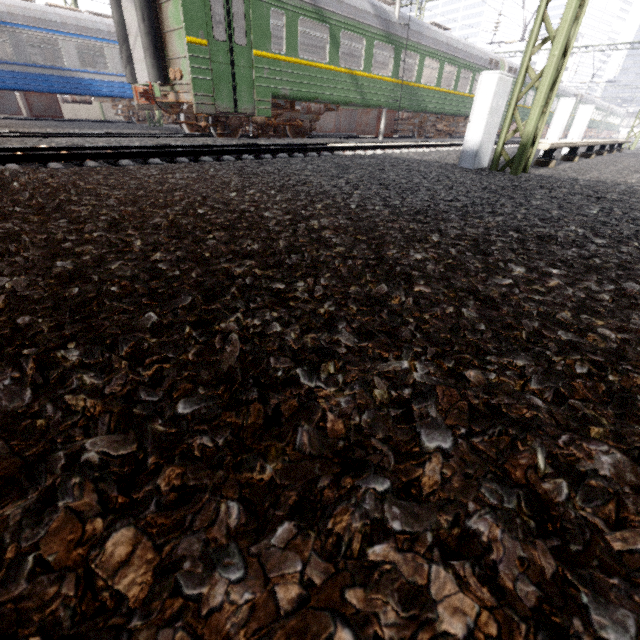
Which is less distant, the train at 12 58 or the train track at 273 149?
the train track at 273 149

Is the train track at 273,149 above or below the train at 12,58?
below

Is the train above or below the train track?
above

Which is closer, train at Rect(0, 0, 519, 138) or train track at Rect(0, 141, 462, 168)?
train track at Rect(0, 141, 462, 168)

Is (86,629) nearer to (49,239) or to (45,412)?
(45,412)
